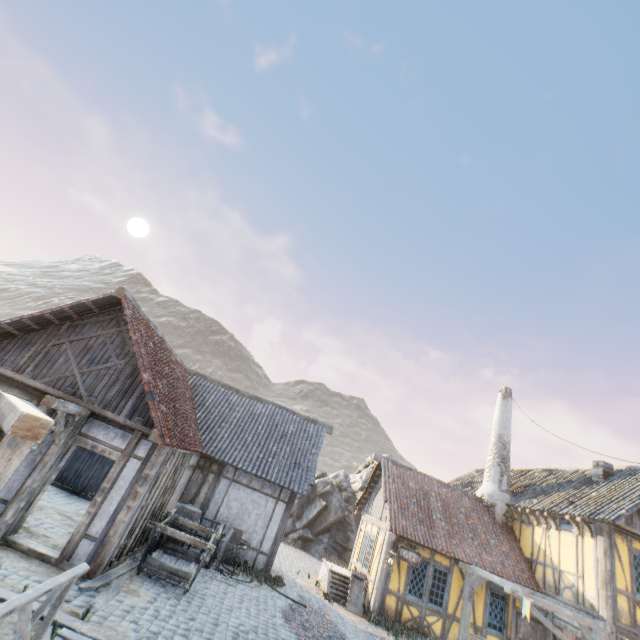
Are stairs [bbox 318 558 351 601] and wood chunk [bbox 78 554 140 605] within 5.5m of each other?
Answer: no

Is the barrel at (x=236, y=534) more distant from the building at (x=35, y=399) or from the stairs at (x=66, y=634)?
the stairs at (x=66, y=634)

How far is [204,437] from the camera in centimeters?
1273cm

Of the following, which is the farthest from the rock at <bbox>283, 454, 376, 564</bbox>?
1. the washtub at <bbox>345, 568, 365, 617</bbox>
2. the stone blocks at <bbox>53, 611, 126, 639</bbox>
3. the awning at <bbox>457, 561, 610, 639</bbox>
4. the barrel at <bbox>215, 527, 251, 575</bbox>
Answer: the barrel at <bbox>215, 527, 251, 575</bbox>

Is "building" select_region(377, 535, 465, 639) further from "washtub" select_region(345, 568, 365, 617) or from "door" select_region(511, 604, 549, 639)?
"door" select_region(511, 604, 549, 639)

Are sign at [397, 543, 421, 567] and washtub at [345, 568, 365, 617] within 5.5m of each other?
yes

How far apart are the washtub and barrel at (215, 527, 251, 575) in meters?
4.2 m

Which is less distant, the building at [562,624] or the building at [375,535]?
the building at [562,624]
